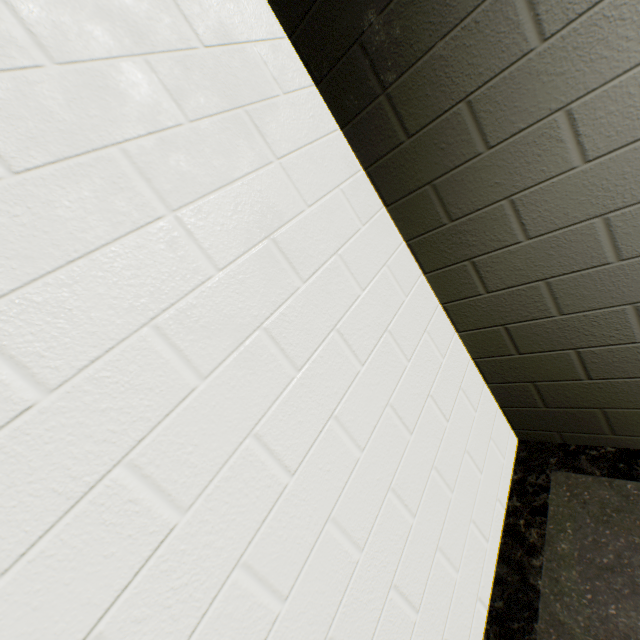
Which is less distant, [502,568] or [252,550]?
[252,550]
